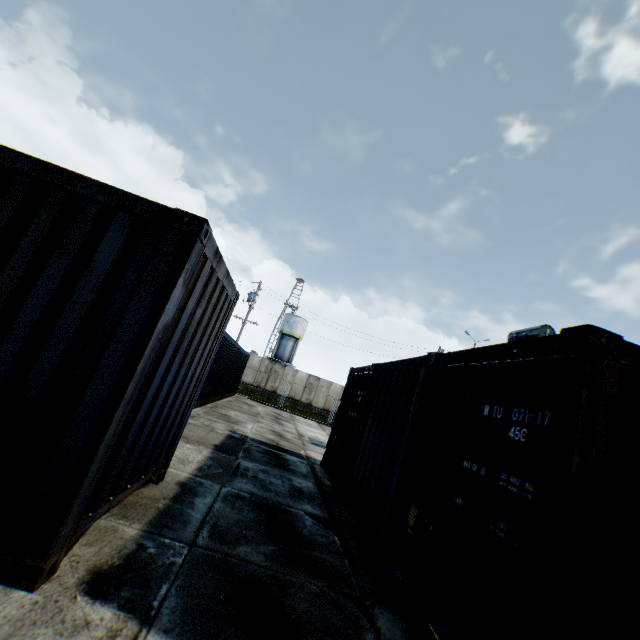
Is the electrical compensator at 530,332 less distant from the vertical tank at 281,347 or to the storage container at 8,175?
the storage container at 8,175

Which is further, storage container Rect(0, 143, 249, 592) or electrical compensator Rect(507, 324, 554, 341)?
electrical compensator Rect(507, 324, 554, 341)

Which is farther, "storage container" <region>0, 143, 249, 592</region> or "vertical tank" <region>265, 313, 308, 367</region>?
"vertical tank" <region>265, 313, 308, 367</region>

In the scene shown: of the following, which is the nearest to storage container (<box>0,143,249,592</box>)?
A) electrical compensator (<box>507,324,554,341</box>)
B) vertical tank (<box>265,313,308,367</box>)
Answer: electrical compensator (<box>507,324,554,341</box>)

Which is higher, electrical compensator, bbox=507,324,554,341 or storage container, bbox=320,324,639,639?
electrical compensator, bbox=507,324,554,341

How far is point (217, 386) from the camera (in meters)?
14.84

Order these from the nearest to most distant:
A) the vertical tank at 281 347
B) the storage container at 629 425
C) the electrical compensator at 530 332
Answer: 1. the storage container at 629 425
2. the electrical compensator at 530 332
3. the vertical tank at 281 347

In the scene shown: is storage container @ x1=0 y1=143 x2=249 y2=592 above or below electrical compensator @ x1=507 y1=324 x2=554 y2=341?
below
